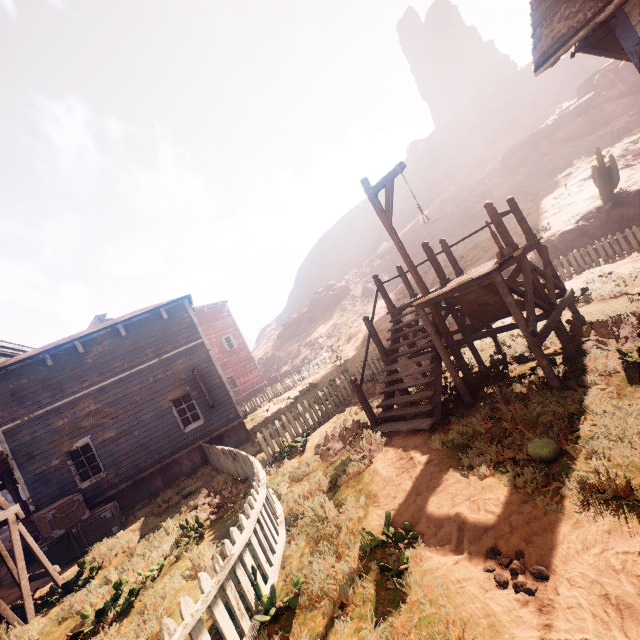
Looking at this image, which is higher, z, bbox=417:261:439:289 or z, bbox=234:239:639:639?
z, bbox=417:261:439:289

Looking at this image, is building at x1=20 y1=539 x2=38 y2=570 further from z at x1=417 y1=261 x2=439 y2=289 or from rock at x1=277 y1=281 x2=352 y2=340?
z at x1=417 y1=261 x2=439 y2=289

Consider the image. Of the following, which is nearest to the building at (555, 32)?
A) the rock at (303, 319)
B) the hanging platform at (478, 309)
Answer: the hanging platform at (478, 309)

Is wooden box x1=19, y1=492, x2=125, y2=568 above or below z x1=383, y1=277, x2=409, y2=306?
below

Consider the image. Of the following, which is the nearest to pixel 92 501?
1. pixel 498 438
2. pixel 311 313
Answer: pixel 498 438

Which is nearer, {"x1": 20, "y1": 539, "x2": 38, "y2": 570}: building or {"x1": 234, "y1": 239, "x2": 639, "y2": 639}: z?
{"x1": 234, "y1": 239, "x2": 639, "y2": 639}: z

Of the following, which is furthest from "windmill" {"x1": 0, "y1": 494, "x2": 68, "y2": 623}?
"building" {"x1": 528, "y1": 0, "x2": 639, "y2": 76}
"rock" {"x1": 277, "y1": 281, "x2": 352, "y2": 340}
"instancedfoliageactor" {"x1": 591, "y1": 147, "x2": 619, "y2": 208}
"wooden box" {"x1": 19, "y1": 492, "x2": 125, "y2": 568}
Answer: "rock" {"x1": 277, "y1": 281, "x2": 352, "y2": 340}

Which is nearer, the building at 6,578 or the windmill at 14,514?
the windmill at 14,514
